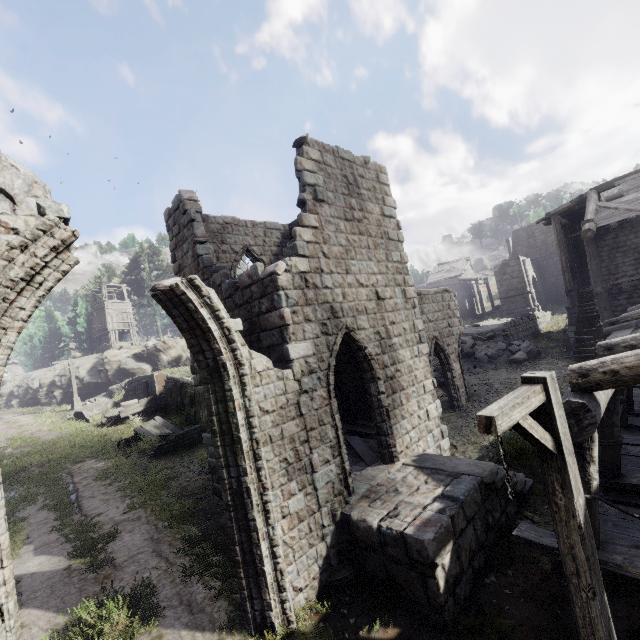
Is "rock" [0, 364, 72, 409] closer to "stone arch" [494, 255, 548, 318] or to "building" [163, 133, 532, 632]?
"building" [163, 133, 532, 632]

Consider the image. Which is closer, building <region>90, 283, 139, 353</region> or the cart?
the cart

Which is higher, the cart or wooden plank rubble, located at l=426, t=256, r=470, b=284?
wooden plank rubble, located at l=426, t=256, r=470, b=284

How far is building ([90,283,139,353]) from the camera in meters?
40.2

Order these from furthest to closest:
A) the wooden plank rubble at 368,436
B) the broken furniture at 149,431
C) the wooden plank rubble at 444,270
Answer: the wooden plank rubble at 444,270 < the broken furniture at 149,431 < the wooden plank rubble at 368,436

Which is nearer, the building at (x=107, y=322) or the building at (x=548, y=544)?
the building at (x=548, y=544)

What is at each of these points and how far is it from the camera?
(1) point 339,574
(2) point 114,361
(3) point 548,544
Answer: (1) column, 6.96m
(2) rock, 33.41m
(3) building, 4.96m

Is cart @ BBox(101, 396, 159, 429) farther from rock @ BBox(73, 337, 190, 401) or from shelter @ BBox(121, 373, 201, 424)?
rock @ BBox(73, 337, 190, 401)
